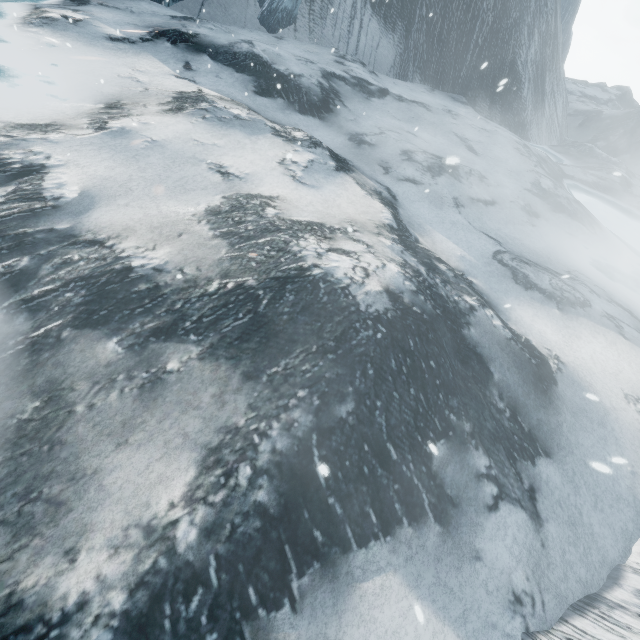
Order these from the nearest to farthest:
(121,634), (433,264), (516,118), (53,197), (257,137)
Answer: (121,634), (53,197), (433,264), (257,137), (516,118)
